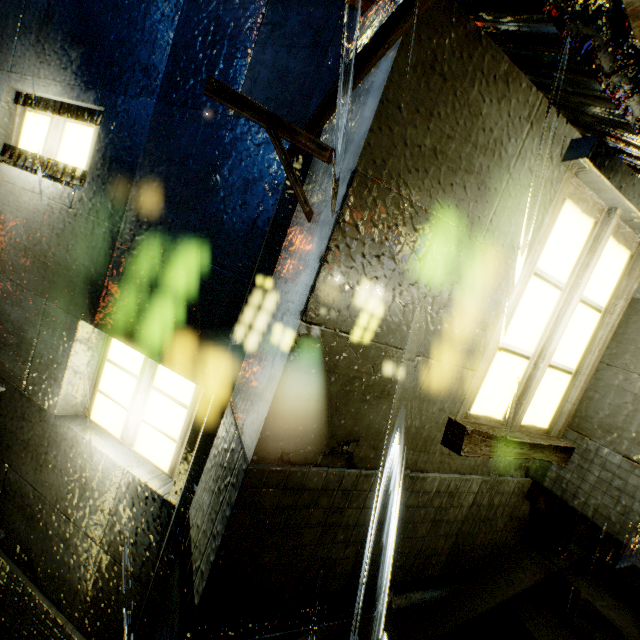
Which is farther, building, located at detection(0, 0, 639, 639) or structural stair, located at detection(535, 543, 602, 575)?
structural stair, located at detection(535, 543, 602, 575)

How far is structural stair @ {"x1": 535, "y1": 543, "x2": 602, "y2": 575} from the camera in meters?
3.2 m

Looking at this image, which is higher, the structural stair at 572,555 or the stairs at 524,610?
the structural stair at 572,555

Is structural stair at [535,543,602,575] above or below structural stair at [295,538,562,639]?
above

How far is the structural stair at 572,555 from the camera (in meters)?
3.18

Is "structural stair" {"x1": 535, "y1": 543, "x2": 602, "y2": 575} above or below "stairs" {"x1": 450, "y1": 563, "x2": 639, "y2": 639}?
above

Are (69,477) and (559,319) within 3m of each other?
no
